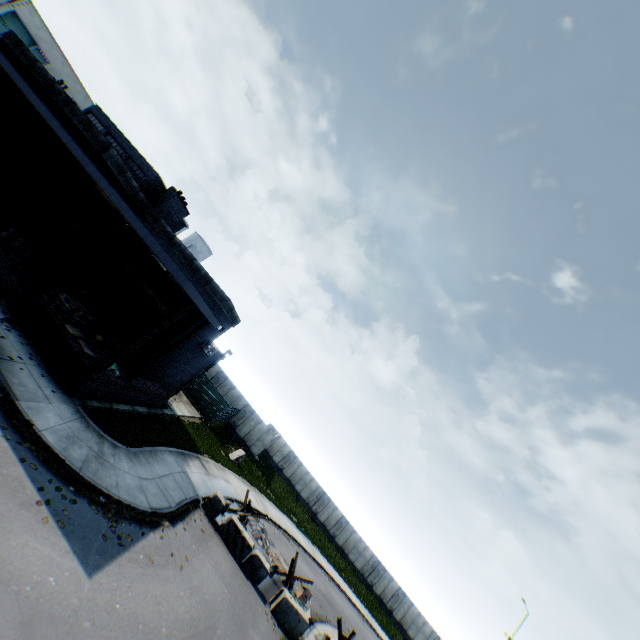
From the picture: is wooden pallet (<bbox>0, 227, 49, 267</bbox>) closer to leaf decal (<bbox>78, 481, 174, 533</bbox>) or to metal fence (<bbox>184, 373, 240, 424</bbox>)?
leaf decal (<bbox>78, 481, 174, 533</bbox>)

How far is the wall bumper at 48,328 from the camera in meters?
12.0

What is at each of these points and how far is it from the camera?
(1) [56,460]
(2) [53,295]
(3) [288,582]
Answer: (1) leaf decal, 9.1m
(2) wooden pallet, 13.2m
(3) anti-tank obstacle, 17.7m

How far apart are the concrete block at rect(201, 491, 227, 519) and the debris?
8.46m

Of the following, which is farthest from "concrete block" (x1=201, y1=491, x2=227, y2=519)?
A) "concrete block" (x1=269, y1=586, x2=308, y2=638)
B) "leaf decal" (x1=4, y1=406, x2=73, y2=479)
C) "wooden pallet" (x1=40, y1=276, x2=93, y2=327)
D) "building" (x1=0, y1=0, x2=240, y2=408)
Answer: "wooden pallet" (x1=40, y1=276, x2=93, y2=327)

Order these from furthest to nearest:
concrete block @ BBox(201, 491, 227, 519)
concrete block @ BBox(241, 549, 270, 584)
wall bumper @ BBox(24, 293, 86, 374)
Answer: concrete block @ BBox(201, 491, 227, 519) < concrete block @ BBox(241, 549, 270, 584) < wall bumper @ BBox(24, 293, 86, 374)

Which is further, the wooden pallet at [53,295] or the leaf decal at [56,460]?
the wooden pallet at [53,295]

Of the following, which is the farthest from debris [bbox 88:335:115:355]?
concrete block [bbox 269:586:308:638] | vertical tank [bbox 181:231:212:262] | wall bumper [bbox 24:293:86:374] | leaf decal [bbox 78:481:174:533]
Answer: vertical tank [bbox 181:231:212:262]
